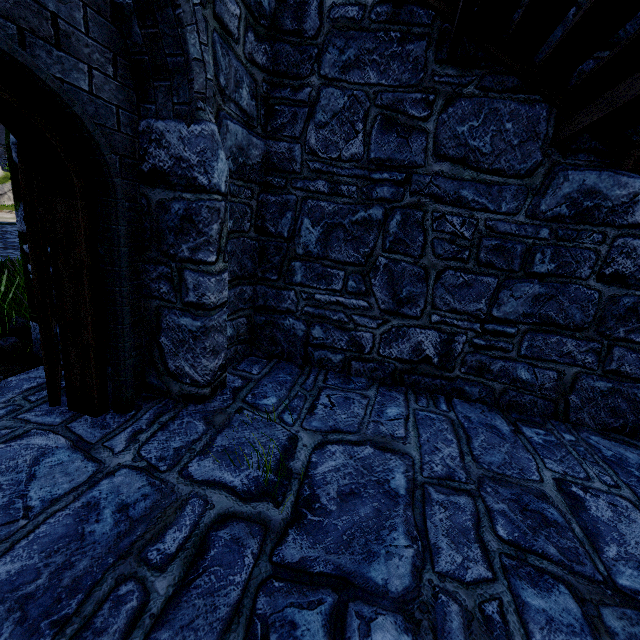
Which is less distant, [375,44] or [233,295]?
[375,44]

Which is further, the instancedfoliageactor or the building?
the instancedfoliageactor

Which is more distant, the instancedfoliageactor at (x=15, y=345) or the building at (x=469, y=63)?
the instancedfoliageactor at (x=15, y=345)
